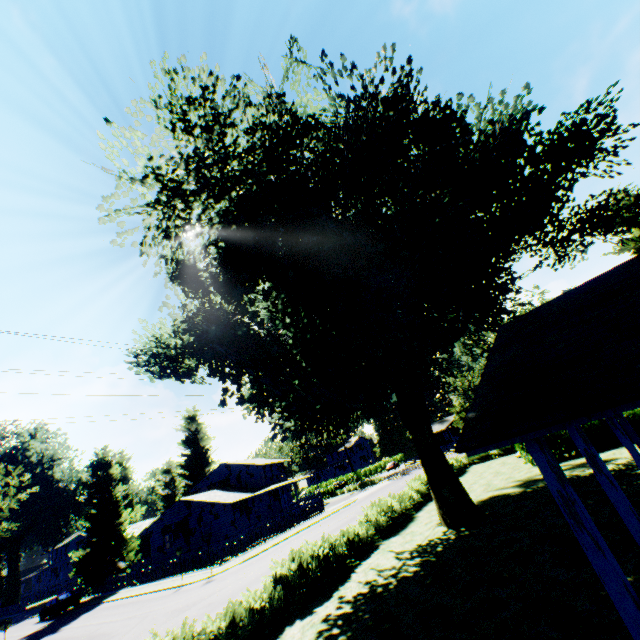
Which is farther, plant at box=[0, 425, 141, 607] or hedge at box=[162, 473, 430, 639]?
plant at box=[0, 425, 141, 607]

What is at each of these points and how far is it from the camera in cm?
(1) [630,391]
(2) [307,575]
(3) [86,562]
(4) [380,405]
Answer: (1) house, 301
(2) hedge, 1227
(3) plant, 3553
(4) plant, 2038

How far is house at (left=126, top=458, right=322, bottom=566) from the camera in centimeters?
3656cm

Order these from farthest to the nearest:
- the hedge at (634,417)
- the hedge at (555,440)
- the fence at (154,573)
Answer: the fence at (154,573) → the hedge at (555,440) → the hedge at (634,417)

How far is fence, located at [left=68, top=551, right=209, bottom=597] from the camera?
28.36m

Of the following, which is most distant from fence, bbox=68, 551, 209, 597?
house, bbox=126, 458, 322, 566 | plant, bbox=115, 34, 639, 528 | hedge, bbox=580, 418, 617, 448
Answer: hedge, bbox=580, 418, 617, 448

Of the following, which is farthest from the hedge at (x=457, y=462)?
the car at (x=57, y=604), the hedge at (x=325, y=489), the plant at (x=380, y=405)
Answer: the car at (x=57, y=604)

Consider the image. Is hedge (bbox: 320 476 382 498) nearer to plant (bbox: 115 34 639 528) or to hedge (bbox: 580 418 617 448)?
plant (bbox: 115 34 639 528)
